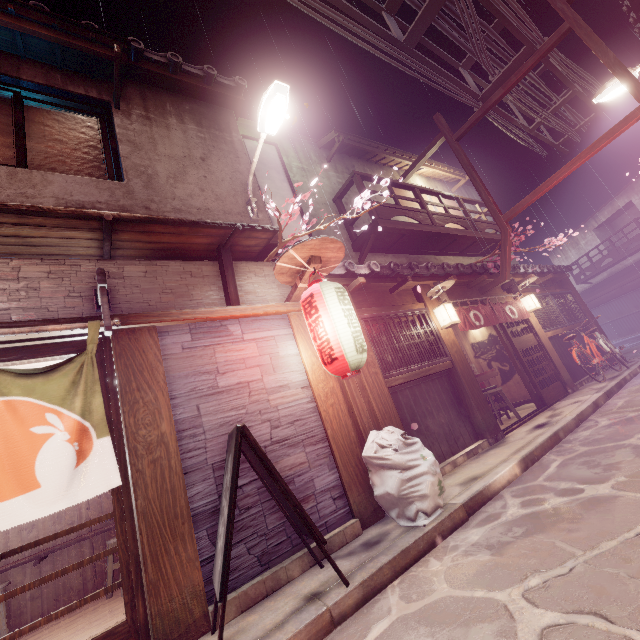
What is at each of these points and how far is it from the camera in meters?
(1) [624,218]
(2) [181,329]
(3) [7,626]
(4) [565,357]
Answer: (1) house, 40.2 m
(2) house, 6.8 m
(3) chair, 7.5 m
(4) foundation, 16.5 m

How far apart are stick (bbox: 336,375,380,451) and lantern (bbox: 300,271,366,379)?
1.2m

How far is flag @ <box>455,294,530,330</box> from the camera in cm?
1218

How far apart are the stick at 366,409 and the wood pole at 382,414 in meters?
0.0 m

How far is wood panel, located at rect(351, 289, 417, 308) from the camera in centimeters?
1041cm

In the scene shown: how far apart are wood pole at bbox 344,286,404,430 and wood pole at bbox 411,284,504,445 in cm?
336

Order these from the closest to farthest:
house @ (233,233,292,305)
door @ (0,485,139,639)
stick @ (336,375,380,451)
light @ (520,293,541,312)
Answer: door @ (0,485,139,639) → stick @ (336,375,380,451) → house @ (233,233,292,305) → light @ (520,293,541,312)

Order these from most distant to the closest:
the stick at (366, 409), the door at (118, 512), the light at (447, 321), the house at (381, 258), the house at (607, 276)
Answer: the house at (607, 276)
the house at (381, 258)
the light at (447, 321)
the stick at (366, 409)
the door at (118, 512)
